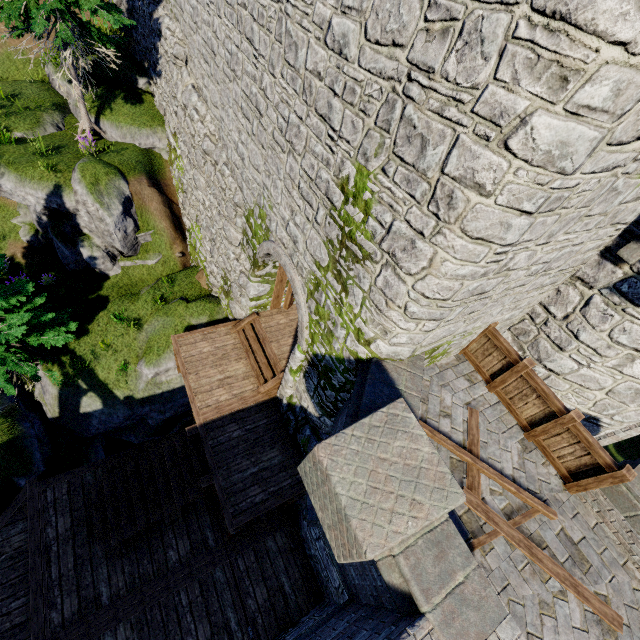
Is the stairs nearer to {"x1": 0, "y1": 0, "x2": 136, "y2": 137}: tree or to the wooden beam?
{"x1": 0, "y1": 0, "x2": 136, "y2": 137}: tree

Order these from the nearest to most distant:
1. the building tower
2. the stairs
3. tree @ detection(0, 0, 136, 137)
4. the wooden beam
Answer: the building tower < the wooden beam < the stairs < tree @ detection(0, 0, 136, 137)

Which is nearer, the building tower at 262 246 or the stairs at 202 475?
the building tower at 262 246

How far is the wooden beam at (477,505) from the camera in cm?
521

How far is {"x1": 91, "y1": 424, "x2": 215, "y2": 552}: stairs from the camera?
8.46m

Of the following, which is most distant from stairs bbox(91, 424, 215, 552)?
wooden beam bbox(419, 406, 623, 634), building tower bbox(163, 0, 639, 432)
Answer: wooden beam bbox(419, 406, 623, 634)

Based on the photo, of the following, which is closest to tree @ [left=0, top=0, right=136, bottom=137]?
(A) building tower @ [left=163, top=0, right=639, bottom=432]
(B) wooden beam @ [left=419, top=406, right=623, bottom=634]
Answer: (A) building tower @ [left=163, top=0, right=639, bottom=432]

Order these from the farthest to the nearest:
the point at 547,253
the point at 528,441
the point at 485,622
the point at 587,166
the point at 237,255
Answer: the point at 237,255 → the point at 528,441 → the point at 547,253 → the point at 485,622 → the point at 587,166
